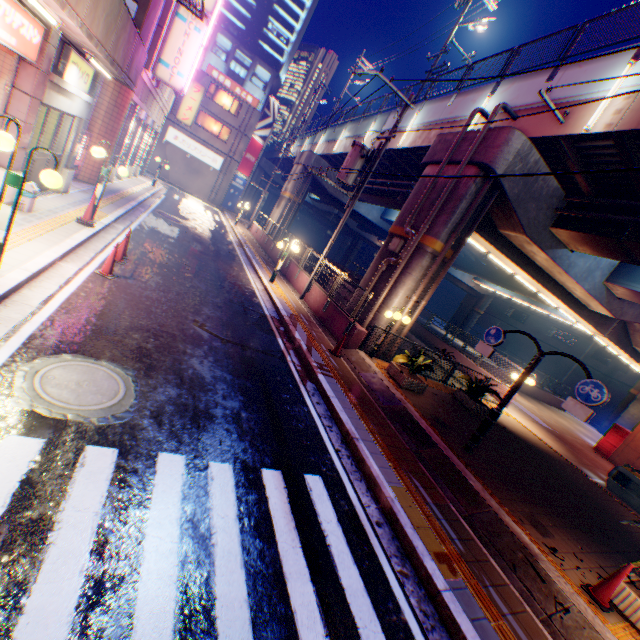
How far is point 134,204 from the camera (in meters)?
15.70

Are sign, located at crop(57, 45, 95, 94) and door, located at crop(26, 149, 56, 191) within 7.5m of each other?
yes

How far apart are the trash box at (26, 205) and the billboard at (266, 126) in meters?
35.1

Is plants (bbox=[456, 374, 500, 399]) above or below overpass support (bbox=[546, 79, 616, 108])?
below

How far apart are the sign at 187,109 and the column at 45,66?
22.5 meters

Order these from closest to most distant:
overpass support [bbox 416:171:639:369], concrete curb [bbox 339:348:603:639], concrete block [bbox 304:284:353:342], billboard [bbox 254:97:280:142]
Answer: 1. concrete curb [bbox 339:348:603:639]
2. overpass support [bbox 416:171:639:369]
3. concrete block [bbox 304:284:353:342]
4. billboard [bbox 254:97:280:142]

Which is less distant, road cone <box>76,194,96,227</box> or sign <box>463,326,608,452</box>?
sign <box>463,326,608,452</box>

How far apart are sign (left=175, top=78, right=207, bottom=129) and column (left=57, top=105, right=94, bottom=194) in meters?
18.6
